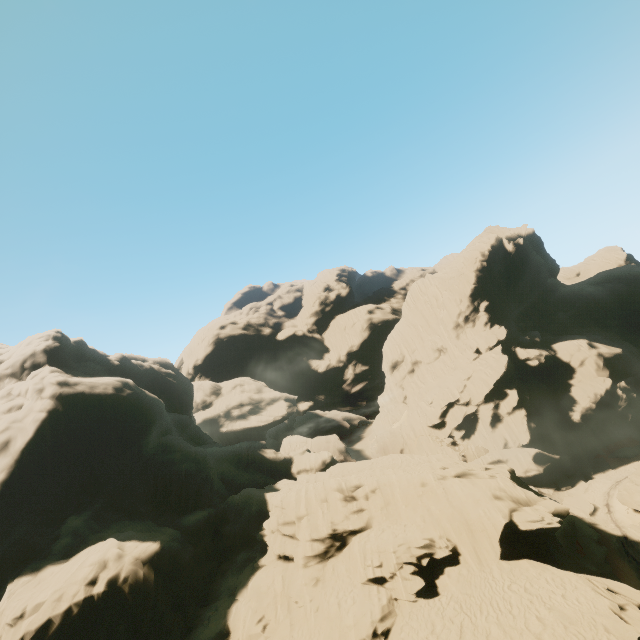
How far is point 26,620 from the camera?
18.36m

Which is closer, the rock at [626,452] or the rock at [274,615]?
the rock at [274,615]

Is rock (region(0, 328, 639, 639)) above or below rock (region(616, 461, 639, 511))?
above

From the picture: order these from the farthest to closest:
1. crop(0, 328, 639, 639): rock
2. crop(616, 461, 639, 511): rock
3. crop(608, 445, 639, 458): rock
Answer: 1. crop(608, 445, 639, 458): rock
2. crop(616, 461, 639, 511): rock
3. crop(0, 328, 639, 639): rock

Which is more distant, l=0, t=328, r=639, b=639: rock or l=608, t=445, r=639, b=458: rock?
l=608, t=445, r=639, b=458: rock

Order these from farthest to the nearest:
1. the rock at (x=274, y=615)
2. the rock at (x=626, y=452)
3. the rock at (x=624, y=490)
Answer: the rock at (x=626, y=452)
the rock at (x=624, y=490)
the rock at (x=274, y=615)
